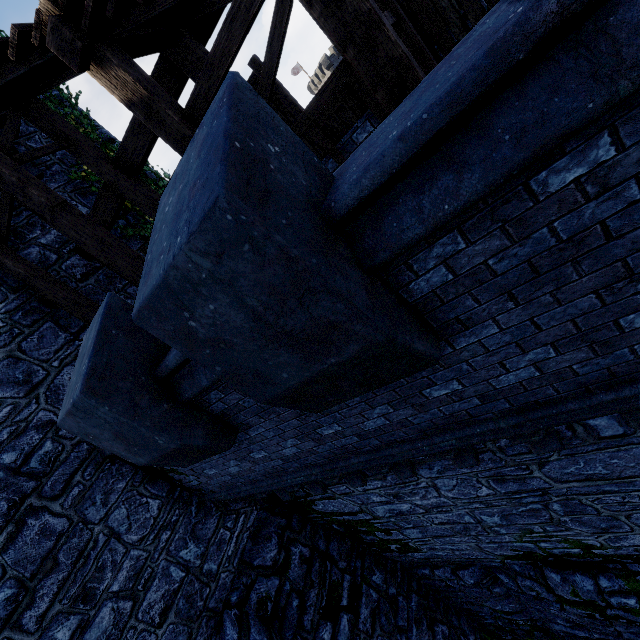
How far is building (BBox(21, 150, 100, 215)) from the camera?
7.3 meters

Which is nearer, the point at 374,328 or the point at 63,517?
the point at 374,328

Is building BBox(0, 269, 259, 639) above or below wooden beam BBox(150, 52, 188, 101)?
below

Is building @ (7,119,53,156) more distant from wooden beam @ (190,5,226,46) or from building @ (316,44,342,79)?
building @ (316,44,342,79)

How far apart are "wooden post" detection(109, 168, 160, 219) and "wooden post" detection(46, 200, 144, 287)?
1.08m

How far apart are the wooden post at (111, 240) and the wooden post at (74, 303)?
1.6m

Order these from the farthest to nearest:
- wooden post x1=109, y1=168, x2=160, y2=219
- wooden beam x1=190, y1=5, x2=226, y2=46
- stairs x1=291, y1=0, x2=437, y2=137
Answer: wooden post x1=109, y1=168, x2=160, y2=219 → wooden beam x1=190, y1=5, x2=226, y2=46 → stairs x1=291, y1=0, x2=437, y2=137

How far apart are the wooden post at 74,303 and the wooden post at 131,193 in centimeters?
203cm
